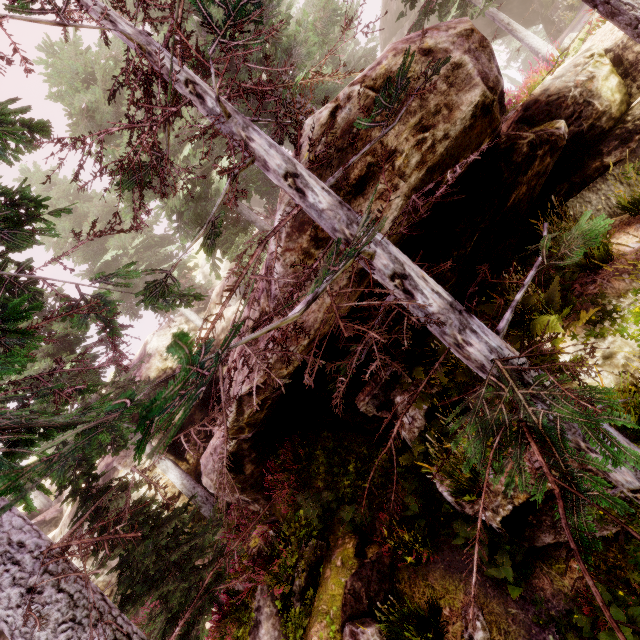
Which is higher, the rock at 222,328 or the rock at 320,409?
the rock at 222,328

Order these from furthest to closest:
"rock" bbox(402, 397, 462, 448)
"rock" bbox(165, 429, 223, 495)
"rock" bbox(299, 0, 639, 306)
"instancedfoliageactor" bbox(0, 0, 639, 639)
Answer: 1. "rock" bbox(165, 429, 223, 495)
2. "rock" bbox(402, 397, 462, 448)
3. "rock" bbox(299, 0, 639, 306)
4. "instancedfoliageactor" bbox(0, 0, 639, 639)

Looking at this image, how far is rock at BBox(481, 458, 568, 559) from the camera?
4.8m

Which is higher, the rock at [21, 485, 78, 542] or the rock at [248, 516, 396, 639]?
the rock at [21, 485, 78, 542]

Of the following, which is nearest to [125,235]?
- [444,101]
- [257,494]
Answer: [257,494]

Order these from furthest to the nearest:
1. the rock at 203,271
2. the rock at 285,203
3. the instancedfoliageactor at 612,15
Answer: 1. the rock at 203,271
2. the instancedfoliageactor at 612,15
3. the rock at 285,203
